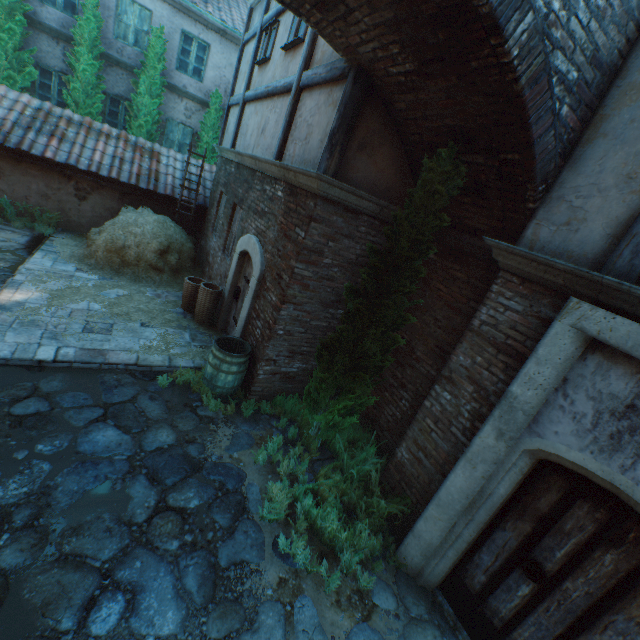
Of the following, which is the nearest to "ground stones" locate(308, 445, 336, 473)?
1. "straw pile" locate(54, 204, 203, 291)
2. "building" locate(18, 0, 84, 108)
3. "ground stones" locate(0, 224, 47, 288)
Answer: "ground stones" locate(0, 224, 47, 288)

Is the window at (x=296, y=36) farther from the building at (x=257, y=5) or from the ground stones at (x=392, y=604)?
the ground stones at (x=392, y=604)

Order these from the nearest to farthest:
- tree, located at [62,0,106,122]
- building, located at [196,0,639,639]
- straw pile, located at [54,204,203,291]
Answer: building, located at [196,0,639,639], straw pile, located at [54,204,203,291], tree, located at [62,0,106,122]

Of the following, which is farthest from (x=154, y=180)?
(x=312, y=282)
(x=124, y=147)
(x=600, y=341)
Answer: (x=600, y=341)

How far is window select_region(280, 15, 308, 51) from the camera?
5.59m

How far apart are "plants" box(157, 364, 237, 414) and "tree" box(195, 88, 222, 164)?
10.64m

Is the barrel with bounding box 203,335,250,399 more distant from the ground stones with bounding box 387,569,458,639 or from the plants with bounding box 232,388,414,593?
the plants with bounding box 232,388,414,593

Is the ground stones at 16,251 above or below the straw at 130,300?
below
